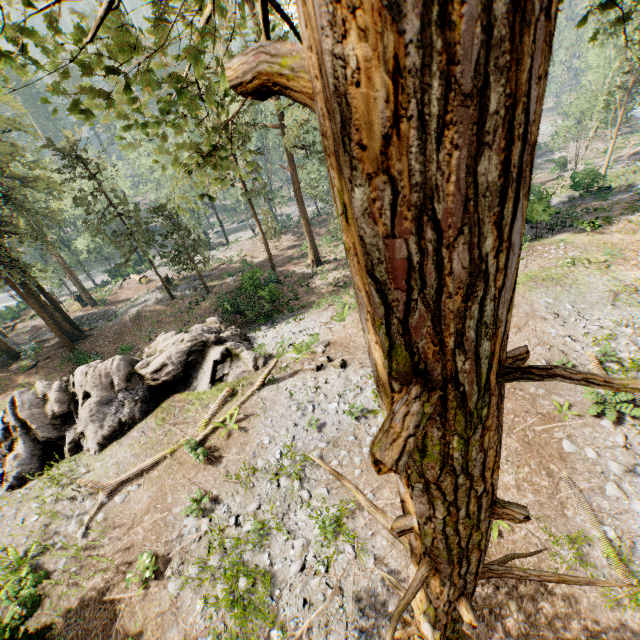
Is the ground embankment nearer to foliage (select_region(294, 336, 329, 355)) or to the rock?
foliage (select_region(294, 336, 329, 355))

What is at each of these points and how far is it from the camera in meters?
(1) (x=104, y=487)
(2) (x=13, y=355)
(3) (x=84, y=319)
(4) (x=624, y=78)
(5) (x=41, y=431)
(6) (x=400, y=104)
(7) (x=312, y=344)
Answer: (1) foliage, 12.4 m
(2) foliage, 30.6 m
(3) ground embankment, 36.4 m
(4) foliage, 46.7 m
(5) rock, 14.2 m
(6) foliage, 0.6 m
(7) foliage, 16.8 m

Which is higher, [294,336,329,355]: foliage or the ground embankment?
[294,336,329,355]: foliage

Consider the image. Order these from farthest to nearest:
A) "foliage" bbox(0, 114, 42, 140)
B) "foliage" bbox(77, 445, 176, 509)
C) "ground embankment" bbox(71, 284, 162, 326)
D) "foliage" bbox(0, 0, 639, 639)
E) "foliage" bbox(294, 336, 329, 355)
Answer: "ground embankment" bbox(71, 284, 162, 326)
"foliage" bbox(0, 114, 42, 140)
"foliage" bbox(294, 336, 329, 355)
"foliage" bbox(77, 445, 176, 509)
"foliage" bbox(0, 0, 639, 639)

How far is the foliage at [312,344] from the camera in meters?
16.6

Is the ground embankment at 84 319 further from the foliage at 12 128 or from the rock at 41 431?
the rock at 41 431

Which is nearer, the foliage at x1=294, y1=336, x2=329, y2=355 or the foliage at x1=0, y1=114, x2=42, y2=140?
the foliage at x1=294, y1=336, x2=329, y2=355

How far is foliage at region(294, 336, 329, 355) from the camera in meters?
16.6 m
